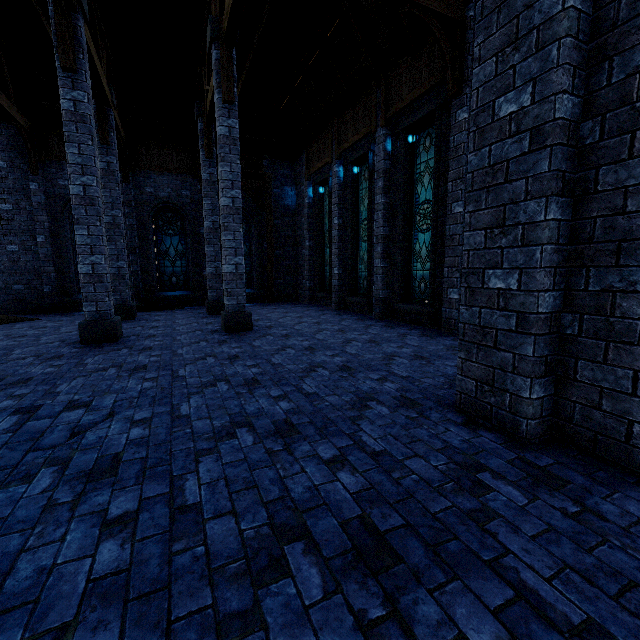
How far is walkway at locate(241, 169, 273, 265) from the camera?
15.1 meters

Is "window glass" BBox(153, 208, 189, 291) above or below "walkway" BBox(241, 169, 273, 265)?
below

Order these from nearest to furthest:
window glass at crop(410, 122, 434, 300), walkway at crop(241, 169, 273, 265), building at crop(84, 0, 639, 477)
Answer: building at crop(84, 0, 639, 477) → window glass at crop(410, 122, 434, 300) → walkway at crop(241, 169, 273, 265)

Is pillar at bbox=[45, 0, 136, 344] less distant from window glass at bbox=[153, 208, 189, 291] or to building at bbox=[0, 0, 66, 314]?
building at bbox=[0, 0, 66, 314]

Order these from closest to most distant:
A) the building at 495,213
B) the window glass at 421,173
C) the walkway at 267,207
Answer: the building at 495,213 → the window glass at 421,173 → the walkway at 267,207

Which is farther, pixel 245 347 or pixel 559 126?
pixel 245 347

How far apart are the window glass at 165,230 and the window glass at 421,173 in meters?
10.5

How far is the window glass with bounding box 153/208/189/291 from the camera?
14.5m
